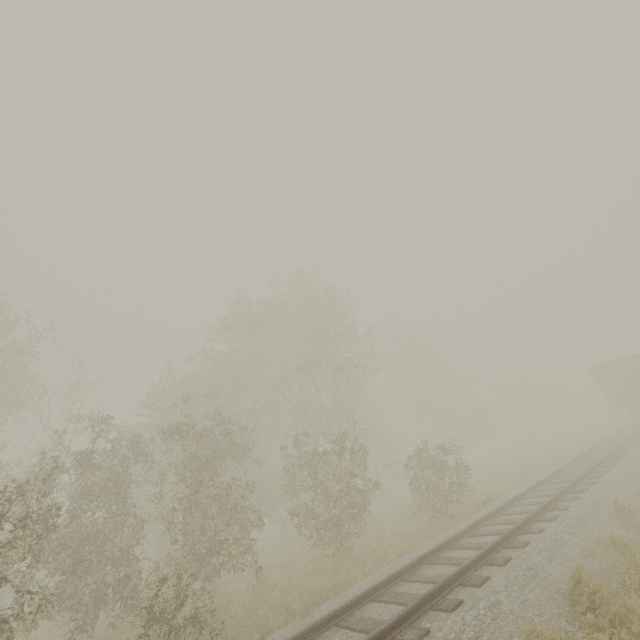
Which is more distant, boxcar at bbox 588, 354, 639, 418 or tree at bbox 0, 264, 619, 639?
boxcar at bbox 588, 354, 639, 418

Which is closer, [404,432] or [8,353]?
[8,353]

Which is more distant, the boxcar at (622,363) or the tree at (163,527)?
the boxcar at (622,363)
